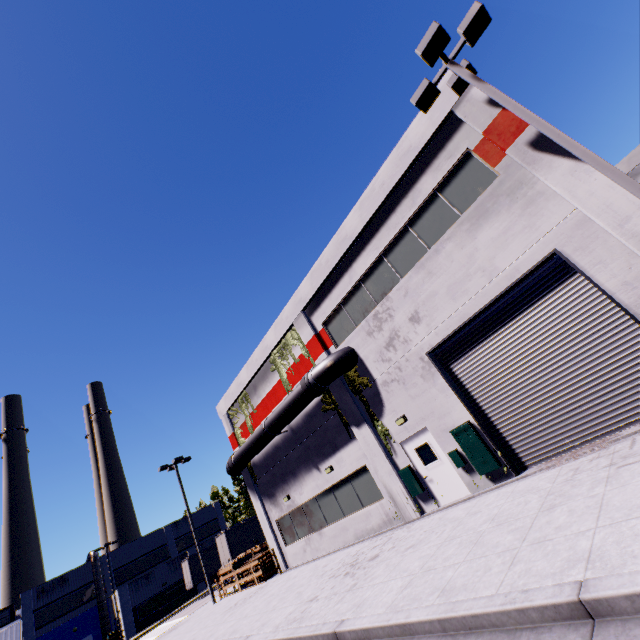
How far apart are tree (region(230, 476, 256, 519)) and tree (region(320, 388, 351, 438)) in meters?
45.8 m

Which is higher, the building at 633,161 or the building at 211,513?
the building at 633,161

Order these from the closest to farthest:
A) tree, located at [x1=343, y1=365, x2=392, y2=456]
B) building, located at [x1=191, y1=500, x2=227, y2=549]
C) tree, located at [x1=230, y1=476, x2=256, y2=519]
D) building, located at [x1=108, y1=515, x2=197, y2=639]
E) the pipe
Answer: tree, located at [x1=343, y1=365, x2=392, y2=456] → the pipe → building, located at [x1=108, y1=515, x2=197, y2=639] → building, located at [x1=191, y1=500, x2=227, y2=549] → tree, located at [x1=230, y1=476, x2=256, y2=519]

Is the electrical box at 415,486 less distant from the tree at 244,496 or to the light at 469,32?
the light at 469,32

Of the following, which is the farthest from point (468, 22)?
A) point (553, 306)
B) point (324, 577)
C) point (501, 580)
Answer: point (324, 577)

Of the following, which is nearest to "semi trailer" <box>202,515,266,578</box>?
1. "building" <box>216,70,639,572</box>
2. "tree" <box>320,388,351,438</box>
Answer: "building" <box>216,70,639,572</box>

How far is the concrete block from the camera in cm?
3684

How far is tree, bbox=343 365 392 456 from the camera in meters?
13.0
